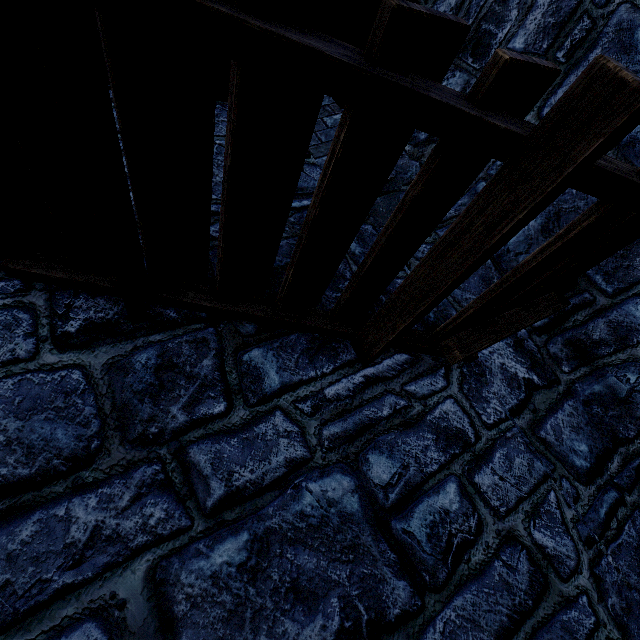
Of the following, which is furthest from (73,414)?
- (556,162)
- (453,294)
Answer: (453,294)
